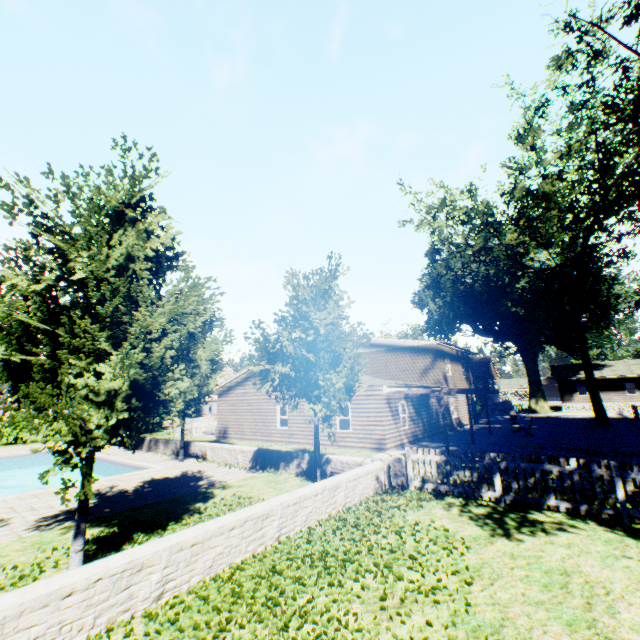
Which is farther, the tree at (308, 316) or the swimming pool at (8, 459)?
the swimming pool at (8, 459)

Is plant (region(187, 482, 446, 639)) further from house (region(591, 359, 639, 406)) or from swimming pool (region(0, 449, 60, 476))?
swimming pool (region(0, 449, 60, 476))

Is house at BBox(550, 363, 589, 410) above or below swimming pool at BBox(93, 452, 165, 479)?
above

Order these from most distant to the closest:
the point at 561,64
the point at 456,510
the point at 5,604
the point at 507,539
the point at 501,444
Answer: the point at 561,64 → the point at 501,444 → the point at 456,510 → the point at 507,539 → the point at 5,604

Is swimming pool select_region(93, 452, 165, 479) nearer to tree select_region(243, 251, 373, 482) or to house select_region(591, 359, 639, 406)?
tree select_region(243, 251, 373, 482)

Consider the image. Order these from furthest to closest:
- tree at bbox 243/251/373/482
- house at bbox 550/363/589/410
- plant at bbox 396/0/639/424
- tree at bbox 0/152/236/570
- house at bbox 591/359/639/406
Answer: house at bbox 550/363/589/410 → house at bbox 591/359/639/406 → plant at bbox 396/0/639/424 → tree at bbox 243/251/373/482 → tree at bbox 0/152/236/570

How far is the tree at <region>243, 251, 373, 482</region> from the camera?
10.73m

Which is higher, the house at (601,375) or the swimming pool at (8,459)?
the house at (601,375)
